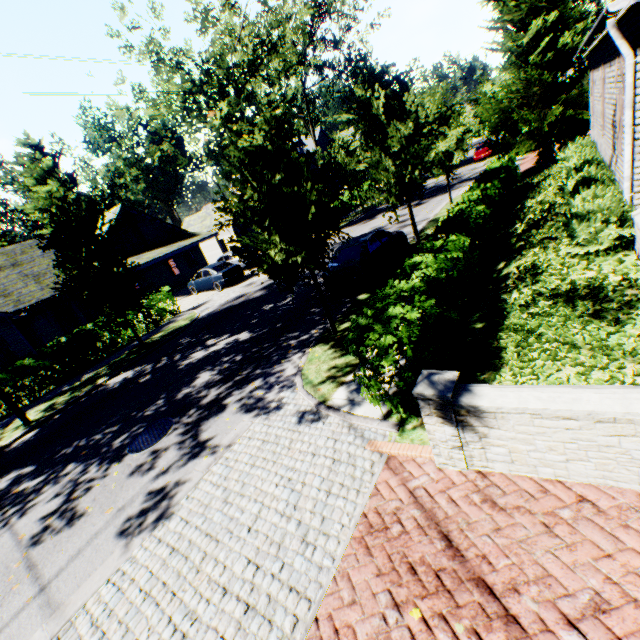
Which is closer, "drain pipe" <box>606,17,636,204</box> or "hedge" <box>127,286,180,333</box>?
"drain pipe" <box>606,17,636,204</box>

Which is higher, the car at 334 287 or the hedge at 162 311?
the hedge at 162 311

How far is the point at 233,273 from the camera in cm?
2069

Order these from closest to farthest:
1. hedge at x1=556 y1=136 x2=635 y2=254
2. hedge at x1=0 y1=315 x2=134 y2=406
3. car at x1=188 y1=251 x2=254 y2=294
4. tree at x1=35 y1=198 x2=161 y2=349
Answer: hedge at x1=556 y1=136 x2=635 y2=254 → tree at x1=35 y1=198 x2=161 y2=349 → hedge at x1=0 y1=315 x2=134 y2=406 → car at x1=188 y1=251 x2=254 y2=294

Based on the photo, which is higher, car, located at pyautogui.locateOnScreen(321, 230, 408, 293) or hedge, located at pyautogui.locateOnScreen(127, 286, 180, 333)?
hedge, located at pyautogui.locateOnScreen(127, 286, 180, 333)

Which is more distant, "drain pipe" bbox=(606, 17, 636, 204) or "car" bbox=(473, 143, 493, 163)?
"car" bbox=(473, 143, 493, 163)

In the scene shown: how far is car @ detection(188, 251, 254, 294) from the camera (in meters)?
20.42

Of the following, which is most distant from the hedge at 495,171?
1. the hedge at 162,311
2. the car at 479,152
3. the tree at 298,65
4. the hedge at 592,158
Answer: the hedge at 162,311
